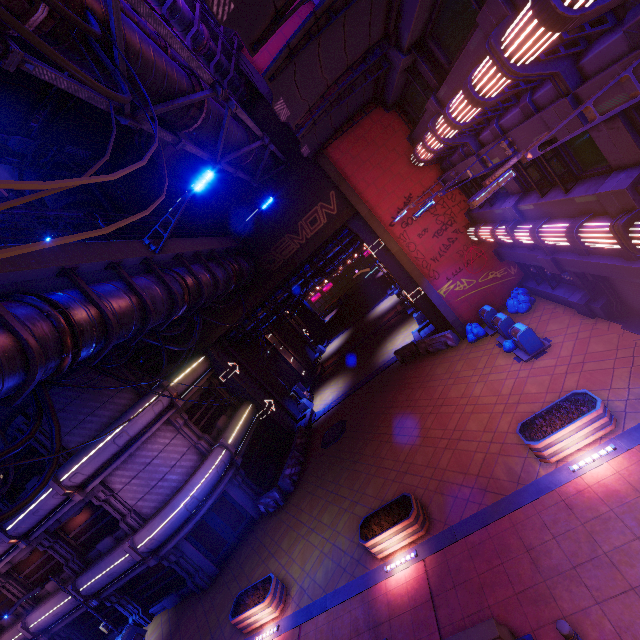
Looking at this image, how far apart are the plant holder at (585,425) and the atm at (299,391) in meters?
19.0 m

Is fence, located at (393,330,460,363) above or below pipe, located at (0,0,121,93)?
below

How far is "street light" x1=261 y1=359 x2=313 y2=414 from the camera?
25.8 meters

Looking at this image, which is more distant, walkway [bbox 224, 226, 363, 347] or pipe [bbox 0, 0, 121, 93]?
walkway [bbox 224, 226, 363, 347]

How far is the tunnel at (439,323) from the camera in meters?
19.0 m

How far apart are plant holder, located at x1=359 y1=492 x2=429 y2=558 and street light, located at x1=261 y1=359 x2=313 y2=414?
14.6m

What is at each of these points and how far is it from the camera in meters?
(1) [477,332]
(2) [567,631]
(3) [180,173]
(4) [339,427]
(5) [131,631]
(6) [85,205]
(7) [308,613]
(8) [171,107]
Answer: (1) trash bag, 16.5 m
(2) post, 5.5 m
(3) building, 17.8 m
(4) manhole, 19.8 m
(5) street light, 16.7 m
(6) building, 18.9 m
(7) beam, 10.8 m
(8) pipe, 8.0 m

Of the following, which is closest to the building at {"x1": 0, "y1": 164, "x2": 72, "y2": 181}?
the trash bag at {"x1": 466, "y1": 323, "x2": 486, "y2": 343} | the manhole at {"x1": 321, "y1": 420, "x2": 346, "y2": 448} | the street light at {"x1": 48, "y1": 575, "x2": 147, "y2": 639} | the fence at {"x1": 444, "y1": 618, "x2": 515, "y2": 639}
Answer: the street light at {"x1": 48, "y1": 575, "x2": 147, "y2": 639}
